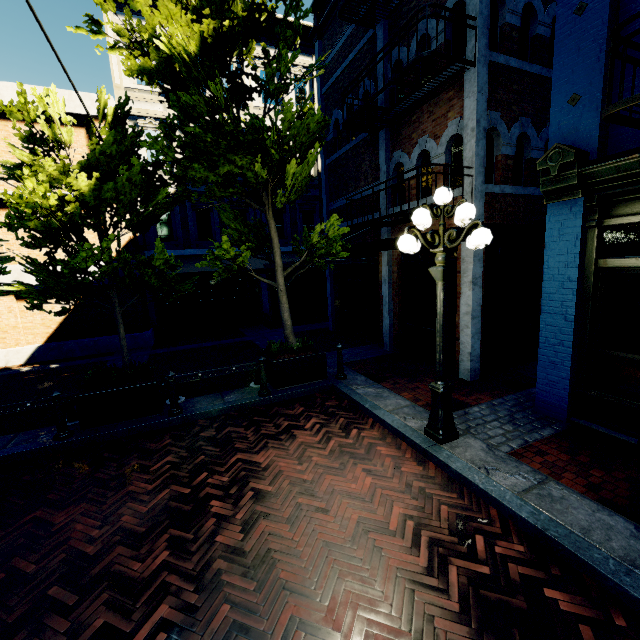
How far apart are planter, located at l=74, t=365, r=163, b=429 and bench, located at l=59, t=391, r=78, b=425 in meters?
0.1

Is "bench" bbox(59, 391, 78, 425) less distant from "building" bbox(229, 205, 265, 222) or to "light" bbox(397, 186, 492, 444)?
"light" bbox(397, 186, 492, 444)

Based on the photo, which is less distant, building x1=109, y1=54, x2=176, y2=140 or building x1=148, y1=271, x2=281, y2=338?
building x1=109, y1=54, x2=176, y2=140

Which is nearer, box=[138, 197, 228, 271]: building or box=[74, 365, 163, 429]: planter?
box=[74, 365, 163, 429]: planter

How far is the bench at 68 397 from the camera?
5.99m

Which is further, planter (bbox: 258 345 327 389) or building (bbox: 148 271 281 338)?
building (bbox: 148 271 281 338)

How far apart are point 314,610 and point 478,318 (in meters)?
6.16

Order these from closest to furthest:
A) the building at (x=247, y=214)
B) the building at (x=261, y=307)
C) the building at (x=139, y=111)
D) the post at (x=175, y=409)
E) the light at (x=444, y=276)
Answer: the light at (x=444, y=276) < the post at (x=175, y=409) < the building at (x=139, y=111) < the building at (x=261, y=307) < the building at (x=247, y=214)
